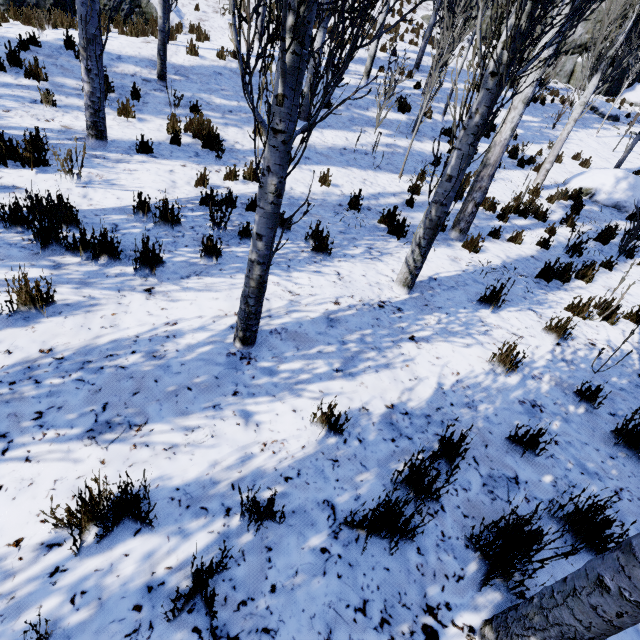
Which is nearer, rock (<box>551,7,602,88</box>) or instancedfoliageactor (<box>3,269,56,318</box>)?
instancedfoliageactor (<box>3,269,56,318</box>)

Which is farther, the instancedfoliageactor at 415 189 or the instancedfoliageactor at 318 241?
the instancedfoliageactor at 415 189

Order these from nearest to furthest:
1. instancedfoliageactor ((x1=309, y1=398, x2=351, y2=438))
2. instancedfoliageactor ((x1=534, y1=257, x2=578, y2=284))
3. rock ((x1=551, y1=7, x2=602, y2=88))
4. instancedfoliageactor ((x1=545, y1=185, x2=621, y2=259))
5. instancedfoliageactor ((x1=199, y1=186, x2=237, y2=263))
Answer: instancedfoliageactor ((x1=309, y1=398, x2=351, y2=438)) < instancedfoliageactor ((x1=199, y1=186, x2=237, y2=263)) < instancedfoliageactor ((x1=534, y1=257, x2=578, y2=284)) < instancedfoliageactor ((x1=545, y1=185, x2=621, y2=259)) < rock ((x1=551, y1=7, x2=602, y2=88))

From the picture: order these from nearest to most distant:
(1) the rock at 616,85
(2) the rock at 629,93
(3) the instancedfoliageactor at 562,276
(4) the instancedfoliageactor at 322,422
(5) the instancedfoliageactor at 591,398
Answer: (4) the instancedfoliageactor at 322,422 → (5) the instancedfoliageactor at 591,398 → (3) the instancedfoliageactor at 562,276 → (1) the rock at 616,85 → (2) the rock at 629,93

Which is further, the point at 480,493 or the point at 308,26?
the point at 480,493

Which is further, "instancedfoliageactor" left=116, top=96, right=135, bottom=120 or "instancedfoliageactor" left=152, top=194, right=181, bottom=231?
"instancedfoliageactor" left=116, top=96, right=135, bottom=120

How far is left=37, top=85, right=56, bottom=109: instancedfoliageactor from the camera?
5.8m
